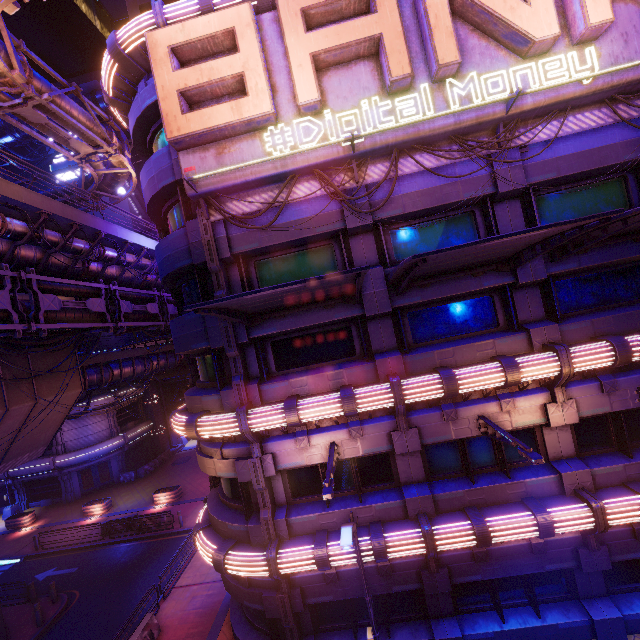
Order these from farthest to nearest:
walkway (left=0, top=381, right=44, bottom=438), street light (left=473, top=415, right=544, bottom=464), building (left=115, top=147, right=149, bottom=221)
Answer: building (left=115, top=147, right=149, bottom=221) < walkway (left=0, top=381, right=44, bottom=438) < street light (left=473, top=415, right=544, bottom=464)

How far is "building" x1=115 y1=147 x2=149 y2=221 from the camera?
44.19m

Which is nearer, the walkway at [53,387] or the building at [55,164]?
the walkway at [53,387]

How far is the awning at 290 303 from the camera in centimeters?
665cm

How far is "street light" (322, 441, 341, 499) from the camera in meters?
7.8

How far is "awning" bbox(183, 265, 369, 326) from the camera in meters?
6.7 m

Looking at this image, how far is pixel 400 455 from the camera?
11.16m

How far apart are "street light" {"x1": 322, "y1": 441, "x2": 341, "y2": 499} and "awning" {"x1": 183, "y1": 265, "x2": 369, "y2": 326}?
4.52m
